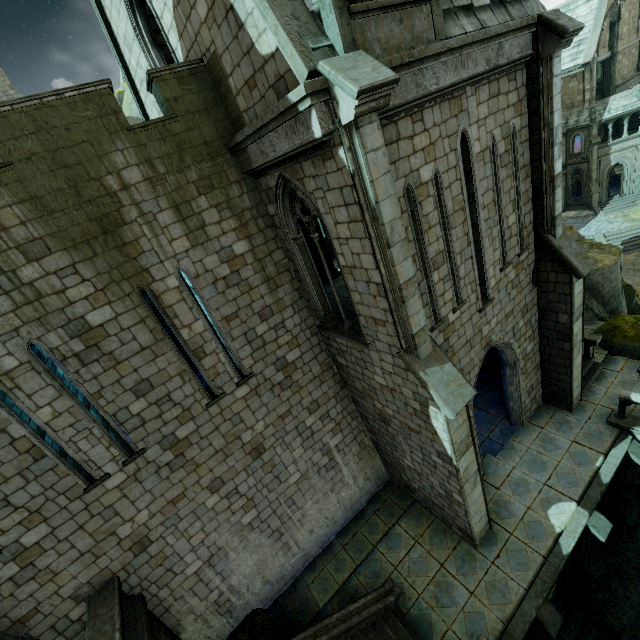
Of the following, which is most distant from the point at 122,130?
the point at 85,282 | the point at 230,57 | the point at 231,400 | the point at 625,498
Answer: the point at 625,498

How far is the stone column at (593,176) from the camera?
33.38m

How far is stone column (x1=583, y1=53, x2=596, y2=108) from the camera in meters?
31.9

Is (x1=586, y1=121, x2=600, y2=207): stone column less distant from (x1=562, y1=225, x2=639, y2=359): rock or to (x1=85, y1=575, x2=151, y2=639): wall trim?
(x1=562, y1=225, x2=639, y2=359): rock

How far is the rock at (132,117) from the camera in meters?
35.0

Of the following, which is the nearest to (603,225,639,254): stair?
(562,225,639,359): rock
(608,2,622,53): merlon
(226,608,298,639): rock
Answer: (562,225,639,359): rock

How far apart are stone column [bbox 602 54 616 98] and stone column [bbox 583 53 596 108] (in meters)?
3.16

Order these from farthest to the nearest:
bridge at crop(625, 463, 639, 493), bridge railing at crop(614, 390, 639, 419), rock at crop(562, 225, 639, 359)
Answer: rock at crop(562, 225, 639, 359) < bridge at crop(625, 463, 639, 493) < bridge railing at crop(614, 390, 639, 419)
